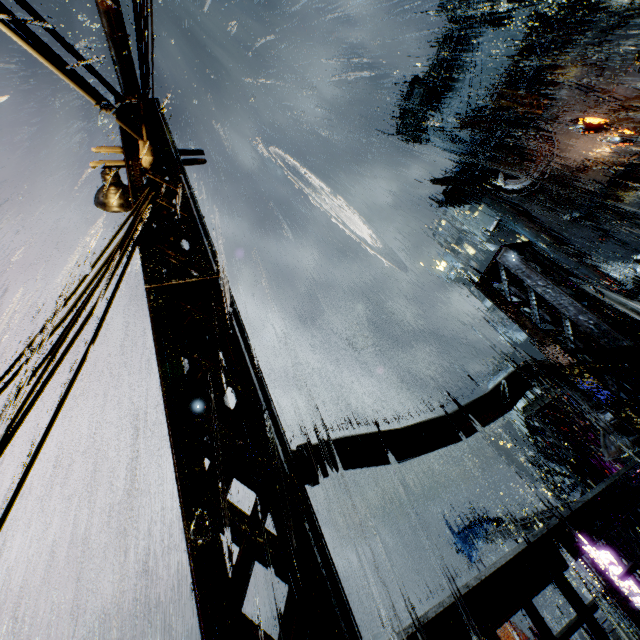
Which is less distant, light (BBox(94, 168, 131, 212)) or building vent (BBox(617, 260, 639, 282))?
light (BBox(94, 168, 131, 212))

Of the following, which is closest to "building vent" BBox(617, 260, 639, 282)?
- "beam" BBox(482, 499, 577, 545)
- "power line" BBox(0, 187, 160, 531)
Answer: "beam" BBox(482, 499, 577, 545)

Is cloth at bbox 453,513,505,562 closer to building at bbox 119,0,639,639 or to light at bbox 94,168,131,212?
building at bbox 119,0,639,639

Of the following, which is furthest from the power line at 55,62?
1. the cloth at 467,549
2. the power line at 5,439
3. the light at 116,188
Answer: the cloth at 467,549

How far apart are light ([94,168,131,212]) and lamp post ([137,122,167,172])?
2.2 meters

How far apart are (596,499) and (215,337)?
3.47m

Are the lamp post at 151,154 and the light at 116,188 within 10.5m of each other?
yes

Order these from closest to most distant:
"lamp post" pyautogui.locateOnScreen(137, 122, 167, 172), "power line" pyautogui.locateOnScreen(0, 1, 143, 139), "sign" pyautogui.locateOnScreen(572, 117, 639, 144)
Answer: "power line" pyautogui.locateOnScreen(0, 1, 143, 139), "lamp post" pyautogui.locateOnScreen(137, 122, 167, 172), "sign" pyautogui.locateOnScreen(572, 117, 639, 144)
